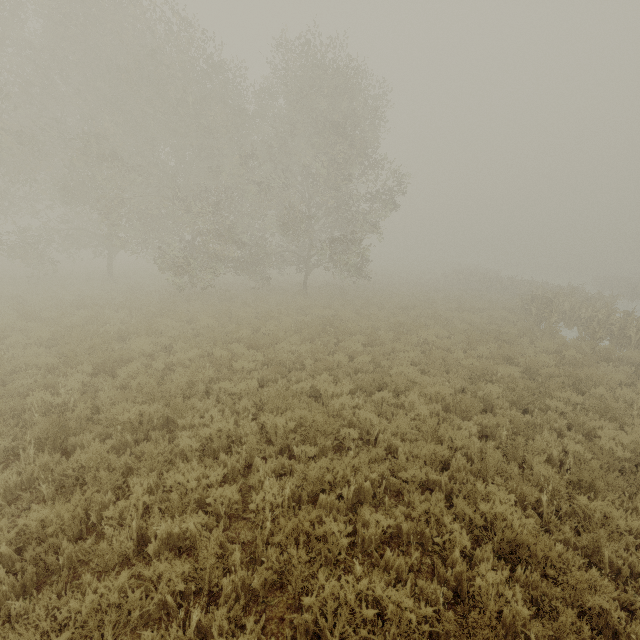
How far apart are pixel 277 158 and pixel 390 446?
15.88m

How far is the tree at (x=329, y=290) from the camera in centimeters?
2090cm

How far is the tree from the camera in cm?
2090
